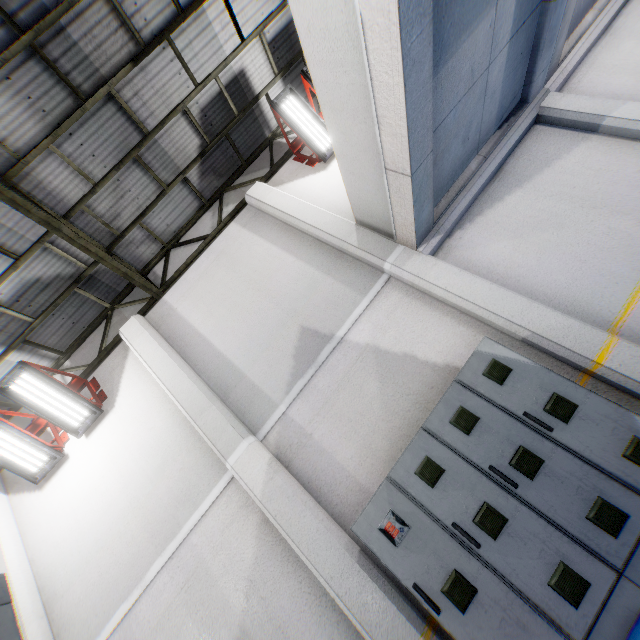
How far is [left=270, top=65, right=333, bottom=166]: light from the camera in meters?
6.7 m

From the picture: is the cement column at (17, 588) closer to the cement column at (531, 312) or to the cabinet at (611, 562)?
the cabinet at (611, 562)

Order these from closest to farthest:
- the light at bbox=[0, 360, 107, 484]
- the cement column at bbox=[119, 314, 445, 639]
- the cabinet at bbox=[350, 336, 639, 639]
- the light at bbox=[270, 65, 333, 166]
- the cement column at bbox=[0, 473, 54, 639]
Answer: the cabinet at bbox=[350, 336, 639, 639] < the cement column at bbox=[119, 314, 445, 639] < the cement column at bbox=[0, 473, 54, 639] < the light at bbox=[0, 360, 107, 484] < the light at bbox=[270, 65, 333, 166]

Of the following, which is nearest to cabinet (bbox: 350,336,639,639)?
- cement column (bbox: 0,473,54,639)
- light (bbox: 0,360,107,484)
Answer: cement column (bbox: 0,473,54,639)

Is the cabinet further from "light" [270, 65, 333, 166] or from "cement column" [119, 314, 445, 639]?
"light" [270, 65, 333, 166]

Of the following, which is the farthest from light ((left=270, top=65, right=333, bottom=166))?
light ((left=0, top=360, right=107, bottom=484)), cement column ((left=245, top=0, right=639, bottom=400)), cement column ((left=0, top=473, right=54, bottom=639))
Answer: cement column ((left=0, top=473, right=54, bottom=639))

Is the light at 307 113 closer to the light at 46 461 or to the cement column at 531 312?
the cement column at 531 312

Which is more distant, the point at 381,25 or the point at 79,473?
the point at 79,473
